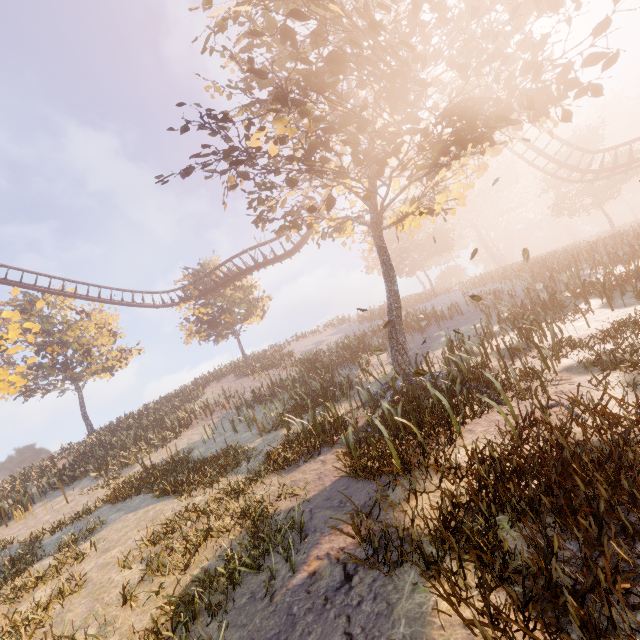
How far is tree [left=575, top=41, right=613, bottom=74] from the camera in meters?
6.9

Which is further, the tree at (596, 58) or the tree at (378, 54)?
the tree at (596, 58)

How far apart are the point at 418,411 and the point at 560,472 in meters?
3.6

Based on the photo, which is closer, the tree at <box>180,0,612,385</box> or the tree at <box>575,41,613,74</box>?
the tree at <box>180,0,612,385</box>

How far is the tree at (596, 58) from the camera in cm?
694
